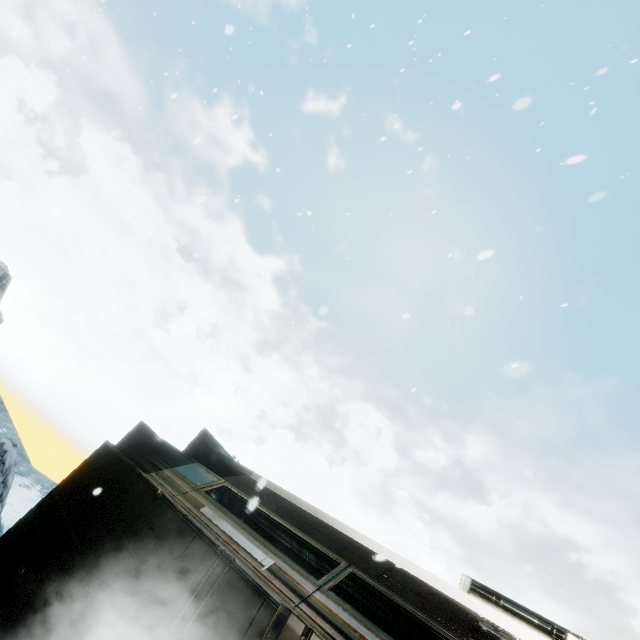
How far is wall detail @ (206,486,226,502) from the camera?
10.7m

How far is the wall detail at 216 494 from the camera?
10.70m

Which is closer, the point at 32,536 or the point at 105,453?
the point at 32,536
